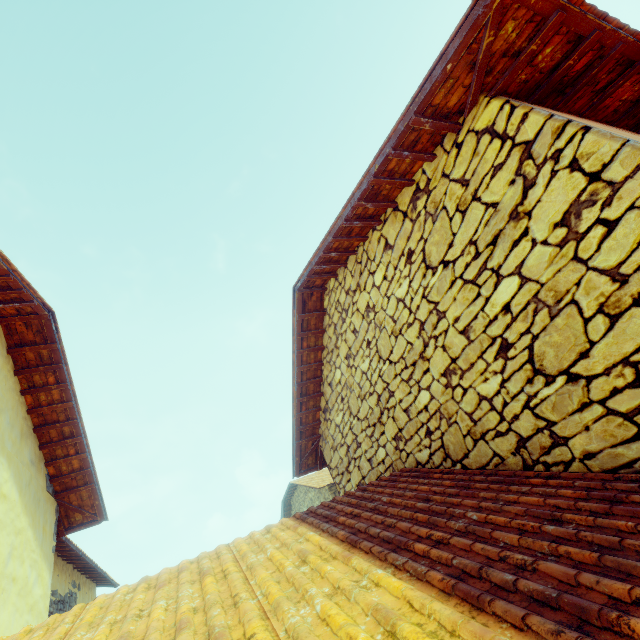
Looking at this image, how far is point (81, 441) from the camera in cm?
461
